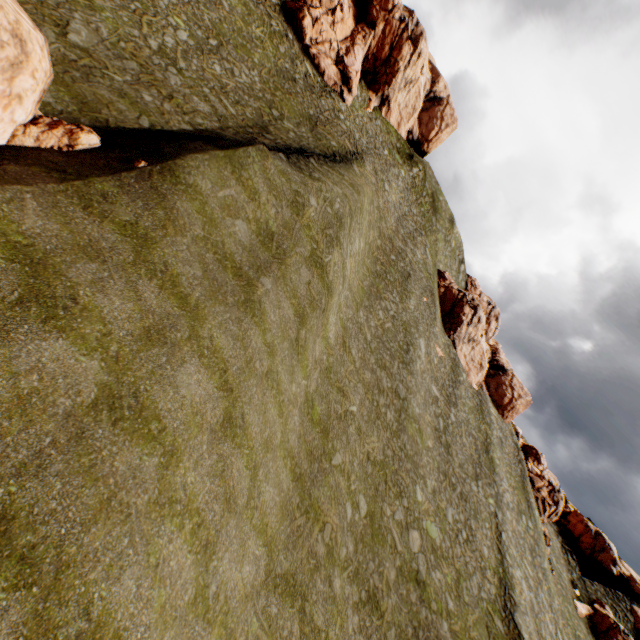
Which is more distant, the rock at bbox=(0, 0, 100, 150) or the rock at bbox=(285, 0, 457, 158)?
the rock at bbox=(285, 0, 457, 158)

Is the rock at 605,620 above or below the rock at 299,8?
below

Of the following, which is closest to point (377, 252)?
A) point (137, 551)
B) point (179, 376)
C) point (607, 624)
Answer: point (179, 376)

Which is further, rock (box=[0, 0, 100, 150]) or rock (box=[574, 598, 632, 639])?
rock (box=[574, 598, 632, 639])

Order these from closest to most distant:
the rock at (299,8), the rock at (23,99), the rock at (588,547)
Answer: the rock at (23,99) < the rock at (299,8) < the rock at (588,547)

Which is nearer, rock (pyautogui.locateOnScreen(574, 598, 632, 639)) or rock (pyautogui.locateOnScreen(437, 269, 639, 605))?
rock (pyautogui.locateOnScreen(574, 598, 632, 639))
